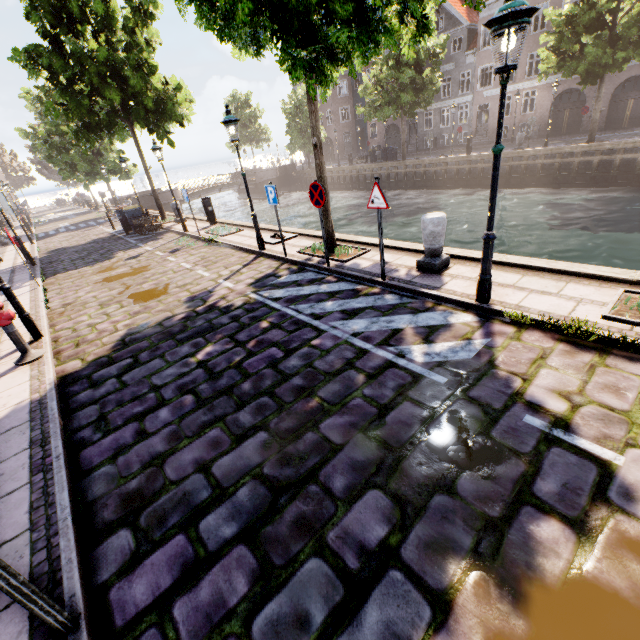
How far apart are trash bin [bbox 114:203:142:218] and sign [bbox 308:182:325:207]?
14.96m

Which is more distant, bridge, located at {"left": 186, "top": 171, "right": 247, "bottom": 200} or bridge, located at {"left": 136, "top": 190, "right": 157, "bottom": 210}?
bridge, located at {"left": 186, "top": 171, "right": 247, "bottom": 200}

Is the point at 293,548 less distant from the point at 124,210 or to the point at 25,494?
the point at 25,494

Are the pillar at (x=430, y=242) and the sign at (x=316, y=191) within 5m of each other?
yes

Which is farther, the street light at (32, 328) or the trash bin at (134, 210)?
the trash bin at (134, 210)

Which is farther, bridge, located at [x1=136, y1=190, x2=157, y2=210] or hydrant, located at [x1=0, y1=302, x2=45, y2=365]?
bridge, located at [x1=136, y1=190, x2=157, y2=210]

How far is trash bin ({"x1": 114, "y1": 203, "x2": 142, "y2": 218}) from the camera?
17.7m

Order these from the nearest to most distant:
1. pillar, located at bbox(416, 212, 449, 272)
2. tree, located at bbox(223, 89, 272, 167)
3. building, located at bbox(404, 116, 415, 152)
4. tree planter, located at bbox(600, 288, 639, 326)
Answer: tree planter, located at bbox(600, 288, 639, 326) → pillar, located at bbox(416, 212, 449, 272) → building, located at bbox(404, 116, 415, 152) → tree, located at bbox(223, 89, 272, 167)
